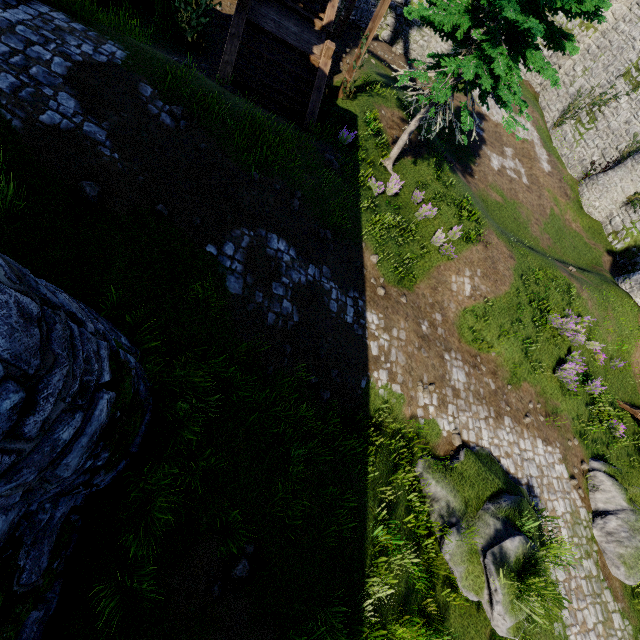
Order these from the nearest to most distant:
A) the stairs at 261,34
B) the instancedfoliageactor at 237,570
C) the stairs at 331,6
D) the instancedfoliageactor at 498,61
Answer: the instancedfoliageactor at 237,570
the instancedfoliageactor at 498,61
the stairs at 261,34
the stairs at 331,6

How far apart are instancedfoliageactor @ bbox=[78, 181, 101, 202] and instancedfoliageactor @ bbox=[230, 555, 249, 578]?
6.03m

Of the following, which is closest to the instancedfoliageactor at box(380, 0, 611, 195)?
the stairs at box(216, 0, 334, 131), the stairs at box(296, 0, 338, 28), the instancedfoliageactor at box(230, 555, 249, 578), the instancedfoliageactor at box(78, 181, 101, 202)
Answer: the stairs at box(216, 0, 334, 131)

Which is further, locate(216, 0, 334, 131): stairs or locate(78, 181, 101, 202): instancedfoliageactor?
locate(216, 0, 334, 131): stairs

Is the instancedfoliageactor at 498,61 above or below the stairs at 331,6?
above

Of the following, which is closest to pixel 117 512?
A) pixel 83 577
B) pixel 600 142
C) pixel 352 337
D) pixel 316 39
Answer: pixel 83 577

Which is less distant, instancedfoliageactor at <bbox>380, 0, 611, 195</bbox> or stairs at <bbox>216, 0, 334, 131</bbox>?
instancedfoliageactor at <bbox>380, 0, 611, 195</bbox>

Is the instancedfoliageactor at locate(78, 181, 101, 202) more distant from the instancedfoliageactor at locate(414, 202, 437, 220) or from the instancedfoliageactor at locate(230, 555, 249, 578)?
the instancedfoliageactor at locate(414, 202, 437, 220)
